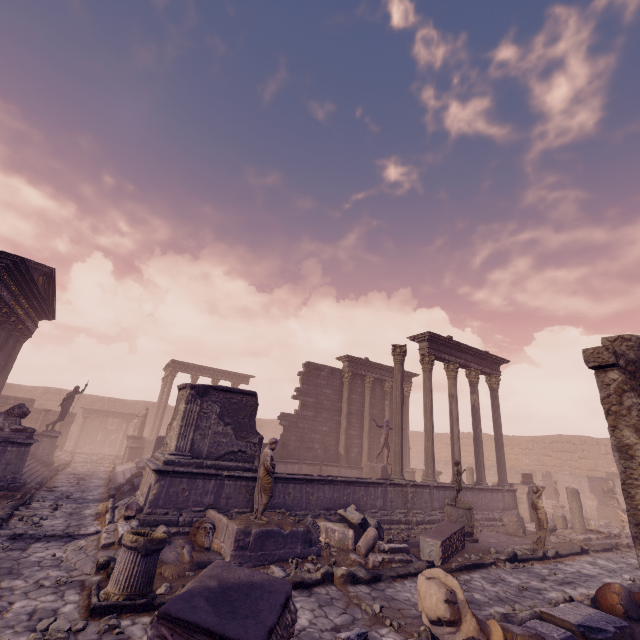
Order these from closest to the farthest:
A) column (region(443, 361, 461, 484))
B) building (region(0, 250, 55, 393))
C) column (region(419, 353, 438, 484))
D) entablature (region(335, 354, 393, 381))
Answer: building (region(0, 250, 55, 393)) < column (region(419, 353, 438, 484)) < column (region(443, 361, 461, 484)) < entablature (region(335, 354, 393, 381))

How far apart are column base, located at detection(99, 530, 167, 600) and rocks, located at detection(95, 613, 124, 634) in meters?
0.2

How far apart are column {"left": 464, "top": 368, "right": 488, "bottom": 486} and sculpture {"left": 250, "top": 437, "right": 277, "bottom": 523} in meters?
11.5 m

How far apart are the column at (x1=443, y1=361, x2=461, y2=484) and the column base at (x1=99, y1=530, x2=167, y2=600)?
12.50m

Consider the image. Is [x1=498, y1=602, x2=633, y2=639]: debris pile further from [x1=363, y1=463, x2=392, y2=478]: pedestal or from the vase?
[x1=363, y1=463, x2=392, y2=478]: pedestal

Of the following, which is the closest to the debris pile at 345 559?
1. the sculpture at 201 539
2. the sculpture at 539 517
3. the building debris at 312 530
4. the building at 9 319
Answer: the building debris at 312 530

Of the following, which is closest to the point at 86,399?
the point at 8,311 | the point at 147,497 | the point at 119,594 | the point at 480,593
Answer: the point at 8,311

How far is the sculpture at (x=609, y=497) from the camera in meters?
17.4 m
